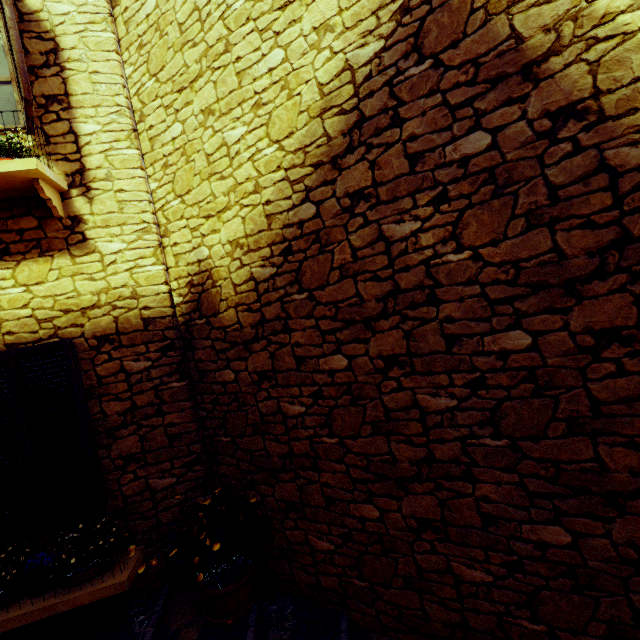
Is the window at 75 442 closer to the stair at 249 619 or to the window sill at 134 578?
the window sill at 134 578

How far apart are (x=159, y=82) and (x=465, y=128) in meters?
3.1 m

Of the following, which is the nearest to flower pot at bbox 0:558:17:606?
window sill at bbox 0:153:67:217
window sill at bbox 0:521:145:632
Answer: window sill at bbox 0:521:145:632

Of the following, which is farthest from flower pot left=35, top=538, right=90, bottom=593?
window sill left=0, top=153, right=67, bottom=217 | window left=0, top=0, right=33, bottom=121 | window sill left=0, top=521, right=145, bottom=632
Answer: window left=0, top=0, right=33, bottom=121

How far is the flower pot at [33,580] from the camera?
2.9 meters

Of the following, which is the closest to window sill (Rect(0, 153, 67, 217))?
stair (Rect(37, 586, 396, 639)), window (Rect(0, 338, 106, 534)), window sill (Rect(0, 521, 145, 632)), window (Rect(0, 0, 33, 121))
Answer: window (Rect(0, 0, 33, 121))

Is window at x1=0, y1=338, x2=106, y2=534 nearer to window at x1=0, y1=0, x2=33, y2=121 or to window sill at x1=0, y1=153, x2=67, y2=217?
window sill at x1=0, y1=153, x2=67, y2=217
